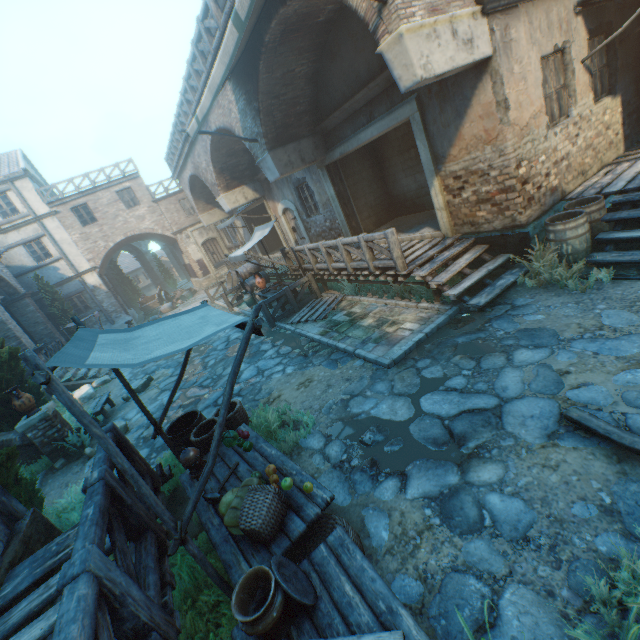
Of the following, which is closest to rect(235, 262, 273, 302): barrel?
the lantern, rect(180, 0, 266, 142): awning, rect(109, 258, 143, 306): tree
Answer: rect(180, 0, 266, 142): awning

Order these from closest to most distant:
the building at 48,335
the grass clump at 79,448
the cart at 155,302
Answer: the grass clump at 79,448, the building at 48,335, the cart at 155,302

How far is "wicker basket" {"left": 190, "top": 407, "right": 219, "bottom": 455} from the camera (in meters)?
4.71

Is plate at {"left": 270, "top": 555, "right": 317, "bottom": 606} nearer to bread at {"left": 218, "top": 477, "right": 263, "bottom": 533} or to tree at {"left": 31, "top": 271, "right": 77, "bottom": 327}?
bread at {"left": 218, "top": 477, "right": 263, "bottom": 533}

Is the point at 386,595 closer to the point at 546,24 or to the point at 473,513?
the point at 473,513

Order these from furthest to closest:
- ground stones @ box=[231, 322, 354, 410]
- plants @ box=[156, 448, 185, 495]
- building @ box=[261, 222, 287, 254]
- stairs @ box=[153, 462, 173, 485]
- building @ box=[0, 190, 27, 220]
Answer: building @ box=[0, 190, 27, 220] → building @ box=[261, 222, 287, 254] → ground stones @ box=[231, 322, 354, 410] → plants @ box=[156, 448, 185, 495] → stairs @ box=[153, 462, 173, 485]

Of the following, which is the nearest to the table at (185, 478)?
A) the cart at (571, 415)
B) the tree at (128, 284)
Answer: the cart at (571, 415)

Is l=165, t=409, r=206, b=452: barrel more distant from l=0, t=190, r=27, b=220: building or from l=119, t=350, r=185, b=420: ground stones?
l=0, t=190, r=27, b=220: building
